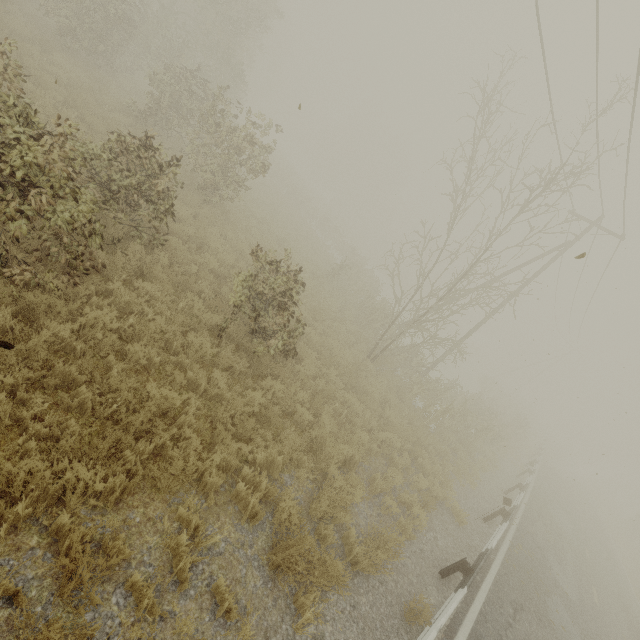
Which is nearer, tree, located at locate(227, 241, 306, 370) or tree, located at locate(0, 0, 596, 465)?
tree, located at locate(0, 0, 596, 465)

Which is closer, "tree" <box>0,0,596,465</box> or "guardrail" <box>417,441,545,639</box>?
"tree" <box>0,0,596,465</box>

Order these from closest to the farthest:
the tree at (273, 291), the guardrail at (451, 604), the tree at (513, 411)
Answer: the tree at (513, 411)
the guardrail at (451, 604)
the tree at (273, 291)

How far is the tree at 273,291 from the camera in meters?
7.4 m

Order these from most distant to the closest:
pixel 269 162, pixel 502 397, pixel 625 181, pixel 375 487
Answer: pixel 502 397, pixel 269 162, pixel 625 181, pixel 375 487

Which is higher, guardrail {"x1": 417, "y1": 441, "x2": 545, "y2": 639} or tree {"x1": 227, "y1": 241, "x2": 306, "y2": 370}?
tree {"x1": 227, "y1": 241, "x2": 306, "y2": 370}
